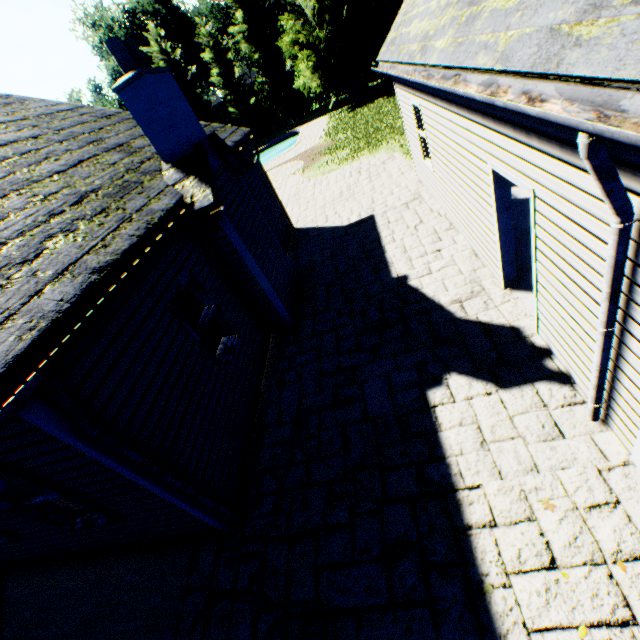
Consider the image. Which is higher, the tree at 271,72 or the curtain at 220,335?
the tree at 271,72

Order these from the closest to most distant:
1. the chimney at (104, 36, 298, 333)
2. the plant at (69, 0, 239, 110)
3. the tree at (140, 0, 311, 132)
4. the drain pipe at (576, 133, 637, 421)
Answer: the drain pipe at (576, 133, 637, 421), the chimney at (104, 36, 298, 333), the tree at (140, 0, 311, 132), the plant at (69, 0, 239, 110)

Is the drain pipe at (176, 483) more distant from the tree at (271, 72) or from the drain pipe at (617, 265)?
the tree at (271, 72)

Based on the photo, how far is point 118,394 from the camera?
3.5m

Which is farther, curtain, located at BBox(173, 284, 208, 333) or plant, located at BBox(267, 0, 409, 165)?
plant, located at BBox(267, 0, 409, 165)

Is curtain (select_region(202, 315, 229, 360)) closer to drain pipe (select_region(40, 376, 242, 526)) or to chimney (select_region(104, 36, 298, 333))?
chimney (select_region(104, 36, 298, 333))

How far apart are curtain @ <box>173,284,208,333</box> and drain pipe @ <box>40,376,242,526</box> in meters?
2.1 m
